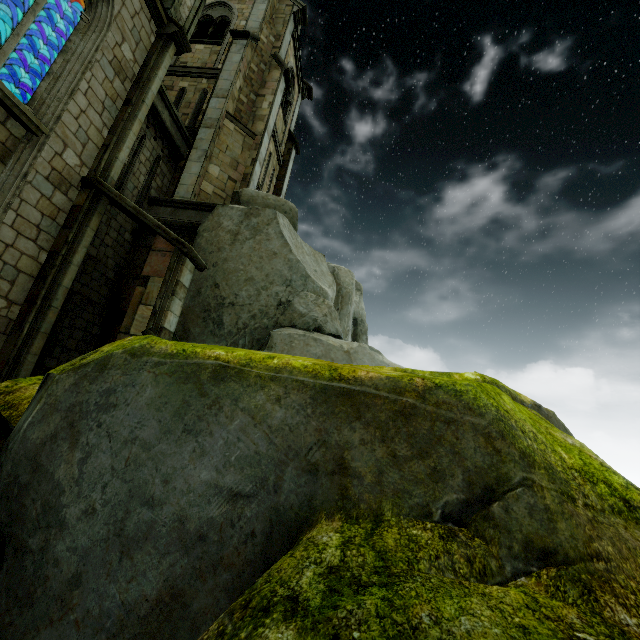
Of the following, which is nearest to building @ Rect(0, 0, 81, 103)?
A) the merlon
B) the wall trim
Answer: the merlon

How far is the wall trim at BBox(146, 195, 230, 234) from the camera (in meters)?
10.88

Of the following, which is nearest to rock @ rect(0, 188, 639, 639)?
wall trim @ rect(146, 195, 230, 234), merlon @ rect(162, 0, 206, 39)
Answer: wall trim @ rect(146, 195, 230, 234)

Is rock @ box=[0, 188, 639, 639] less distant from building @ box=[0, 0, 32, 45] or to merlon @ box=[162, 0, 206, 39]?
building @ box=[0, 0, 32, 45]

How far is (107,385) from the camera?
2.24m

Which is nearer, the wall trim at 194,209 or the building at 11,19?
the building at 11,19

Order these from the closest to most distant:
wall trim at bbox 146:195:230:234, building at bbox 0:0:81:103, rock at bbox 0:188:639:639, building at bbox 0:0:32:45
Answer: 1. rock at bbox 0:188:639:639
2. building at bbox 0:0:81:103
3. building at bbox 0:0:32:45
4. wall trim at bbox 146:195:230:234

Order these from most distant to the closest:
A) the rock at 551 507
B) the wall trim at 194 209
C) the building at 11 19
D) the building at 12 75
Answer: the wall trim at 194 209 → the building at 11 19 → the building at 12 75 → the rock at 551 507
